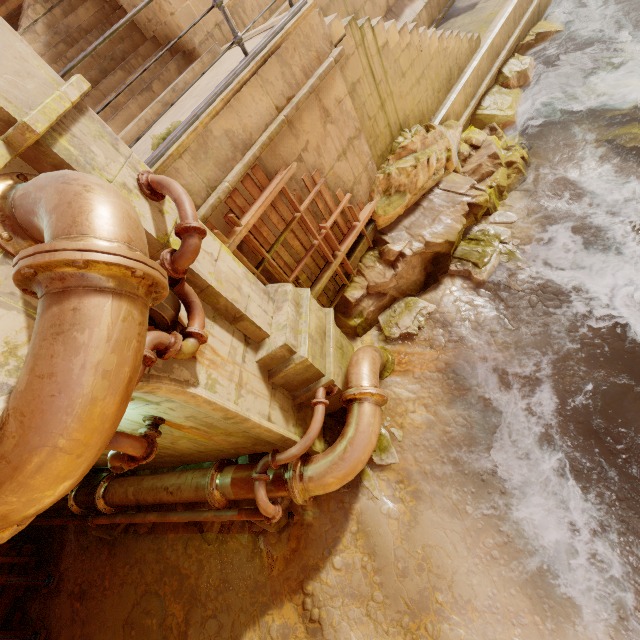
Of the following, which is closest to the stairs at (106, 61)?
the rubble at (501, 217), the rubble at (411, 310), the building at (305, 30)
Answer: the building at (305, 30)

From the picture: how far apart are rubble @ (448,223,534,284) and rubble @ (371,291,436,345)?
0.7m

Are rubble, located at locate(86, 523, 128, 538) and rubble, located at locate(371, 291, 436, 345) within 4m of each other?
no

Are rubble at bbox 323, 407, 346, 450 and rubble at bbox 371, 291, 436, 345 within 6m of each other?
yes

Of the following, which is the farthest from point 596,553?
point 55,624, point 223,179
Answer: point 55,624

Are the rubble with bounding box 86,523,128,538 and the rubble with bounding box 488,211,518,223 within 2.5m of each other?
no

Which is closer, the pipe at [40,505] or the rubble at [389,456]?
the pipe at [40,505]

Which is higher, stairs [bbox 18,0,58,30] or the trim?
the trim
